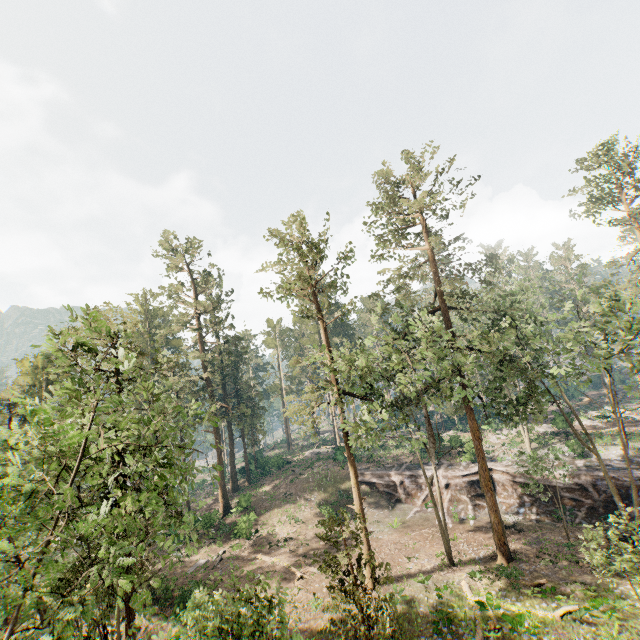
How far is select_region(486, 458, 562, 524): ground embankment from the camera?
28.1m

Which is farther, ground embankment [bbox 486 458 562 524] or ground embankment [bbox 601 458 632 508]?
ground embankment [bbox 486 458 562 524]

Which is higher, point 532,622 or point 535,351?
point 535,351

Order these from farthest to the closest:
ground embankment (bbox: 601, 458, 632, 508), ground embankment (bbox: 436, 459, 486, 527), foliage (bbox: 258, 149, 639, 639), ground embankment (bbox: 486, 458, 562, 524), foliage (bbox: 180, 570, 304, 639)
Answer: ground embankment (bbox: 436, 459, 486, 527) < ground embankment (bbox: 486, 458, 562, 524) < ground embankment (bbox: 601, 458, 632, 508) < foliage (bbox: 258, 149, 639, 639) < foliage (bbox: 180, 570, 304, 639)

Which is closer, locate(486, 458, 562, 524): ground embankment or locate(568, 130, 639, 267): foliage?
locate(486, 458, 562, 524): ground embankment

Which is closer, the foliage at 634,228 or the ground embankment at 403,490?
the ground embankment at 403,490

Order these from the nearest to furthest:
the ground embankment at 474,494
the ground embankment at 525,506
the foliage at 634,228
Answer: the ground embankment at 525,506 < the ground embankment at 474,494 < the foliage at 634,228
